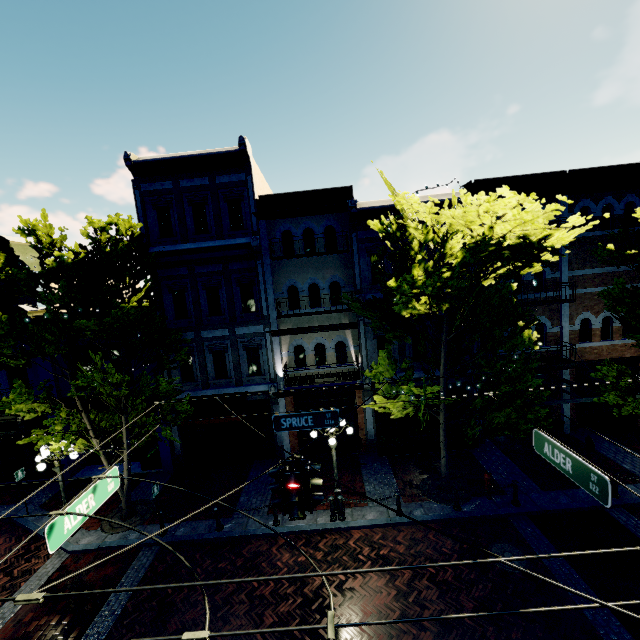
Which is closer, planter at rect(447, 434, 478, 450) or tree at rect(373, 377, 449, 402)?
tree at rect(373, 377, 449, 402)

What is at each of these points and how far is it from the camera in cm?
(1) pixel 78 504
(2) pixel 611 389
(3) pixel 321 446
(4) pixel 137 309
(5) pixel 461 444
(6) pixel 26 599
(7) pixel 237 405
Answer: (1) sign, 555
(2) tree, 1168
(3) building, 1548
(4) tree, 1062
(5) planter, 1455
(6) tram line, 299
(7) awning, 1409

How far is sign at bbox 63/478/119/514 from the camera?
5.52m

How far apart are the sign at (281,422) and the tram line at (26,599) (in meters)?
5.46

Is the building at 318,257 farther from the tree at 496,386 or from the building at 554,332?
the building at 554,332

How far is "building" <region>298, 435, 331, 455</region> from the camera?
15.40m

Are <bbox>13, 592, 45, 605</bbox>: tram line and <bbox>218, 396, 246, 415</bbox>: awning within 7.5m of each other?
no

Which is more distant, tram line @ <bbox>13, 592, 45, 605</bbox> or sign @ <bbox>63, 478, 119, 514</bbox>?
sign @ <bbox>63, 478, 119, 514</bbox>
